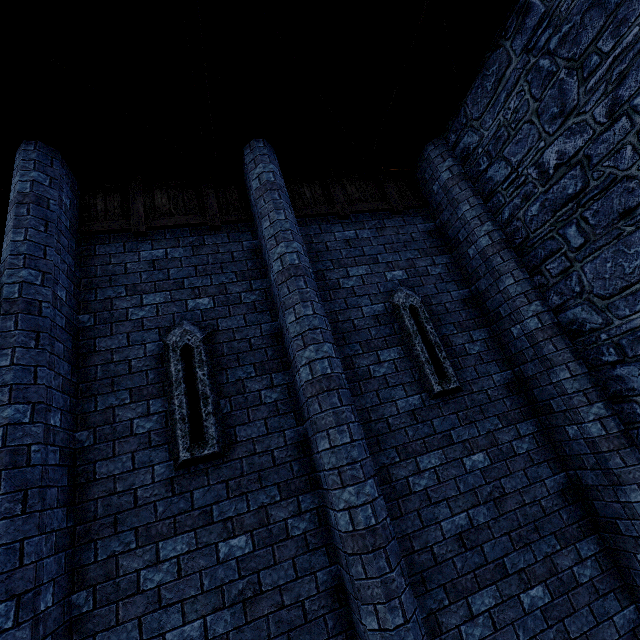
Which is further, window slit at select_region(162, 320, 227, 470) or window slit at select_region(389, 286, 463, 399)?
window slit at select_region(389, 286, 463, 399)

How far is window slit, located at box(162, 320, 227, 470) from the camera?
3.7 meters

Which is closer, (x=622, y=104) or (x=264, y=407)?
(x=622, y=104)

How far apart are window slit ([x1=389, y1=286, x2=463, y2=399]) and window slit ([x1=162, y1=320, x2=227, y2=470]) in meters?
2.8

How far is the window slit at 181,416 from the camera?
3.7m

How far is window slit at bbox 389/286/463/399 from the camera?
4.6 meters

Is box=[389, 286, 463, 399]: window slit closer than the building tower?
No

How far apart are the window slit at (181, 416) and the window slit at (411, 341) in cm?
276
